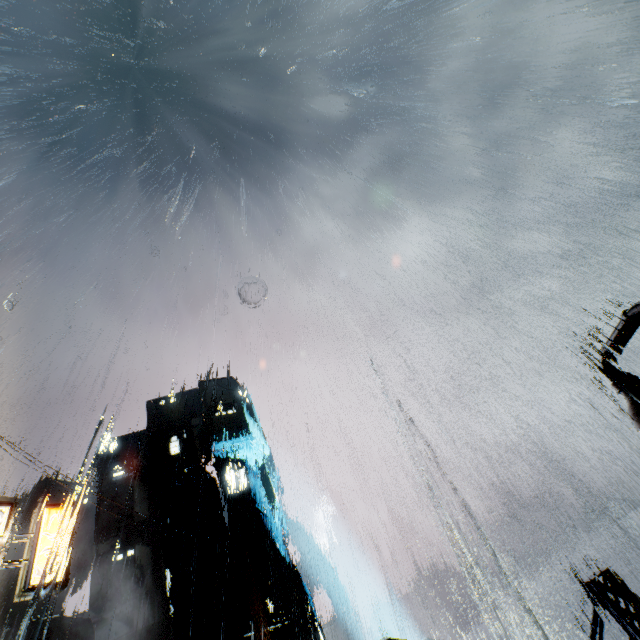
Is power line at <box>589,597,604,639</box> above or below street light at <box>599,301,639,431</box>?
below

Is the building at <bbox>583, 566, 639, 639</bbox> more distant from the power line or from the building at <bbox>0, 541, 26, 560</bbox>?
the building at <bbox>0, 541, 26, 560</bbox>

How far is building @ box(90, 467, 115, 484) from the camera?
58.87m

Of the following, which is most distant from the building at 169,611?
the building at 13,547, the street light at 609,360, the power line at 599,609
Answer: the building at 13,547

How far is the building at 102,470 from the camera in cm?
5887

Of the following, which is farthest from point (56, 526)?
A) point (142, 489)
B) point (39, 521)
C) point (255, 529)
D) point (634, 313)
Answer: point (142, 489)

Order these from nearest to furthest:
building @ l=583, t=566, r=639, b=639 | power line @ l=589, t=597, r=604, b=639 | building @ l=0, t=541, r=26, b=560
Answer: building @ l=583, t=566, r=639, b=639 → power line @ l=589, t=597, r=604, b=639 → building @ l=0, t=541, r=26, b=560

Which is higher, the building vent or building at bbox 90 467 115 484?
building at bbox 90 467 115 484
